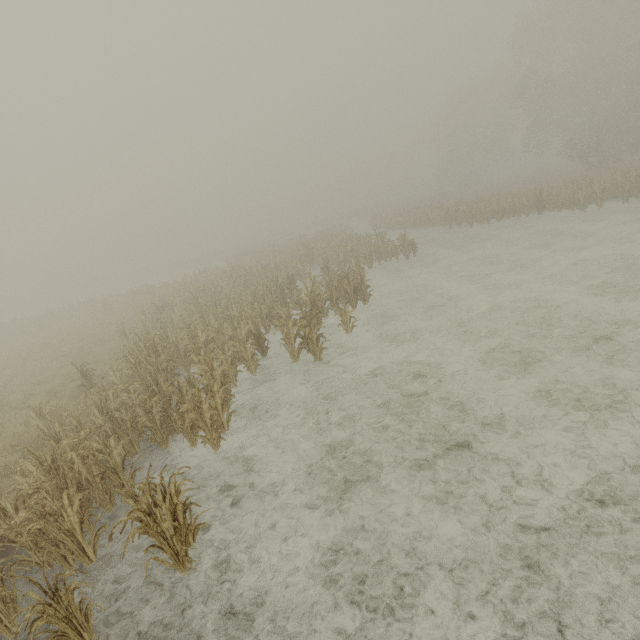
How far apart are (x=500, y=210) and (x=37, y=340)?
35.6 meters
